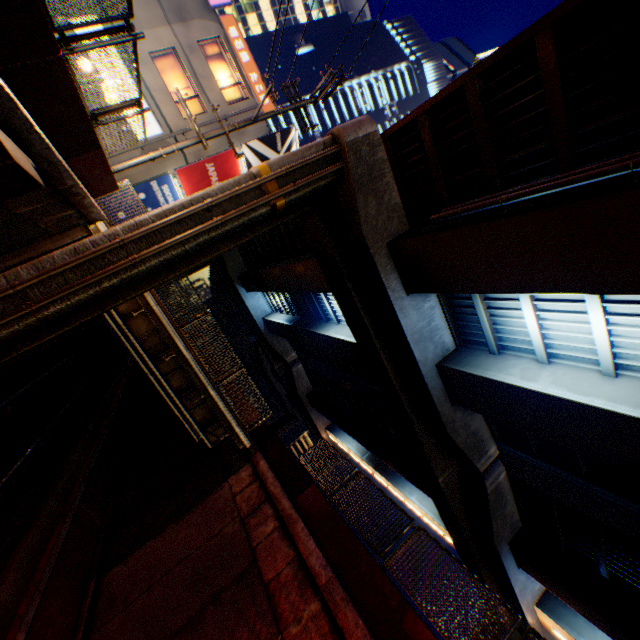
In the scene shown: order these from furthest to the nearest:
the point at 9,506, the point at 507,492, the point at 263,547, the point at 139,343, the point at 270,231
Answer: the point at 270,231 < the point at 507,492 < the point at 139,343 < the point at 9,506 < the point at 263,547

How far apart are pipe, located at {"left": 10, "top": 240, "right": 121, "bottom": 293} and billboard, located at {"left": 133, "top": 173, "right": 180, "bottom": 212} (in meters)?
12.72

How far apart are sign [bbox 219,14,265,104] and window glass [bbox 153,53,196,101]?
3.1 meters

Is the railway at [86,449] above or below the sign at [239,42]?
below

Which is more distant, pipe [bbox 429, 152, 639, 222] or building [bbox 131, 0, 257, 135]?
building [bbox 131, 0, 257, 135]

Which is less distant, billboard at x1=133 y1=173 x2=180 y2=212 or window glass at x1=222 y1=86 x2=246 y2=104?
billboard at x1=133 y1=173 x2=180 y2=212

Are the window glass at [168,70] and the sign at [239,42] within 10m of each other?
yes

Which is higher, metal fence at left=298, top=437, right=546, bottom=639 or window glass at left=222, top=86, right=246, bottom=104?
window glass at left=222, top=86, right=246, bottom=104
